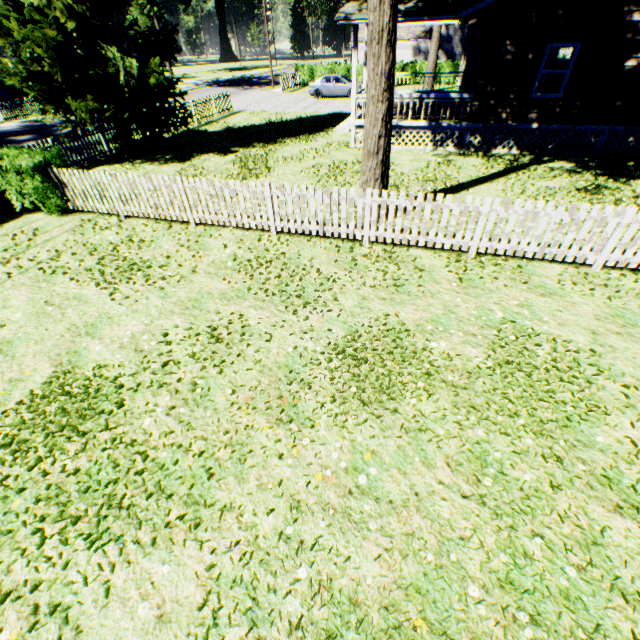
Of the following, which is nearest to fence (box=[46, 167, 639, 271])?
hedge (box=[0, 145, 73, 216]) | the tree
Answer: hedge (box=[0, 145, 73, 216])

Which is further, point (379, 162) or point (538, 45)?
point (538, 45)

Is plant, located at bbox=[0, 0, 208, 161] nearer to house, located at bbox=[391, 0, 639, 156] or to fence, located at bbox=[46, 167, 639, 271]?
fence, located at bbox=[46, 167, 639, 271]

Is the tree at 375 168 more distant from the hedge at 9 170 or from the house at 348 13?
the hedge at 9 170

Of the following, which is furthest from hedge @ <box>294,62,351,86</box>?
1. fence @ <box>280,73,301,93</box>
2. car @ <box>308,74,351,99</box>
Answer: car @ <box>308,74,351,99</box>

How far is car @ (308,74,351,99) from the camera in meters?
26.6 m

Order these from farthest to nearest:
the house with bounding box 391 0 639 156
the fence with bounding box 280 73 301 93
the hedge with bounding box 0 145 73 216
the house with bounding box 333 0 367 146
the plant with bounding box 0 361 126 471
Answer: the fence with bounding box 280 73 301 93, the house with bounding box 333 0 367 146, the house with bounding box 391 0 639 156, the hedge with bounding box 0 145 73 216, the plant with bounding box 0 361 126 471

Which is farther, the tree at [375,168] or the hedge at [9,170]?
the hedge at [9,170]
